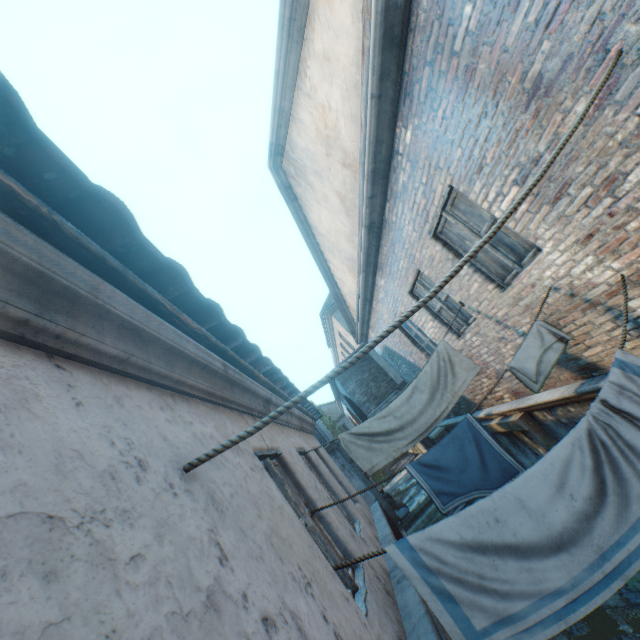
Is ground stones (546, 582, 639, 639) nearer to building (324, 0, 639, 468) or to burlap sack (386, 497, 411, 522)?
building (324, 0, 639, 468)

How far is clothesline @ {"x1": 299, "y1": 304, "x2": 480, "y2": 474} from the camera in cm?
466

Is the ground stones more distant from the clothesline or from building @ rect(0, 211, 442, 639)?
the clothesline

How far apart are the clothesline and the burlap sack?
10.02m

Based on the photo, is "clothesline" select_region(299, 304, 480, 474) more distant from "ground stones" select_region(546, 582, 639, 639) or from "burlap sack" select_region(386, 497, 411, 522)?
"burlap sack" select_region(386, 497, 411, 522)

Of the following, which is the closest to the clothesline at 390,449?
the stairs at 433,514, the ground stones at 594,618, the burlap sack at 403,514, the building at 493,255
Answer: the building at 493,255

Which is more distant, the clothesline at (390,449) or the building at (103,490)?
the clothesline at (390,449)

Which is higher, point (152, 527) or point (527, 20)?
point (527, 20)
